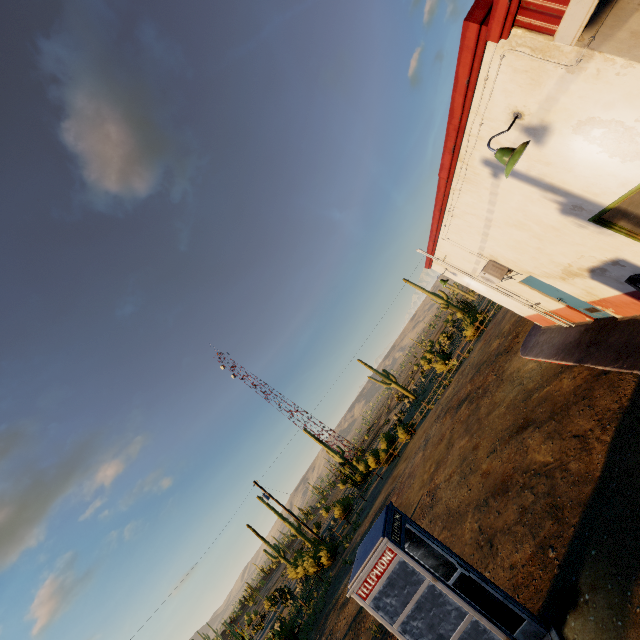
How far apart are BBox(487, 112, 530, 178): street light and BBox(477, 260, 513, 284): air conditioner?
5.19m

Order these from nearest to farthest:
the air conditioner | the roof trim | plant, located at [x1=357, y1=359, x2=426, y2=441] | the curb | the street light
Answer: the roof trim, the street light, the curb, the air conditioner, plant, located at [x1=357, y1=359, x2=426, y2=441]

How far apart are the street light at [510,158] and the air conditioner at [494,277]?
5.2 meters

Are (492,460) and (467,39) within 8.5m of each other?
no

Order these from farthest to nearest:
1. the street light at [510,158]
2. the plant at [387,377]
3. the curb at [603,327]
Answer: the plant at [387,377]
the curb at [603,327]
the street light at [510,158]

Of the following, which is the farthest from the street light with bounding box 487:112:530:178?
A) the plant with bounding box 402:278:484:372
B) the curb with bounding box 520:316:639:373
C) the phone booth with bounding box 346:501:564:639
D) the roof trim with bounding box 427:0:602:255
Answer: the plant with bounding box 402:278:484:372

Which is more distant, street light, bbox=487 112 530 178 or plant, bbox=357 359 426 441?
plant, bbox=357 359 426 441

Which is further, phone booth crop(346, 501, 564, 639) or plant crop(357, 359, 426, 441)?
plant crop(357, 359, 426, 441)
